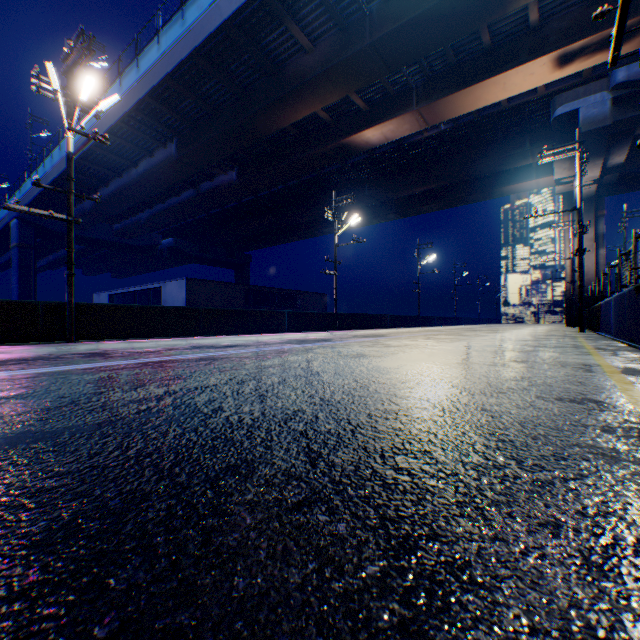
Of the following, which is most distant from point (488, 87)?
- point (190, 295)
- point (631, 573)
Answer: point (190, 295)

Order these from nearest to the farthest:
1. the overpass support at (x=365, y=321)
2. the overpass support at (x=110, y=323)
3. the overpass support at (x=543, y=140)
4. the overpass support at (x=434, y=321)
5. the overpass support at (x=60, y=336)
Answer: the overpass support at (x=60, y=336), the overpass support at (x=110, y=323), the overpass support at (x=543, y=140), the overpass support at (x=365, y=321), the overpass support at (x=434, y=321)

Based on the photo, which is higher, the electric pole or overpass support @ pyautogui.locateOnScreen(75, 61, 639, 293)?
overpass support @ pyautogui.locateOnScreen(75, 61, 639, 293)

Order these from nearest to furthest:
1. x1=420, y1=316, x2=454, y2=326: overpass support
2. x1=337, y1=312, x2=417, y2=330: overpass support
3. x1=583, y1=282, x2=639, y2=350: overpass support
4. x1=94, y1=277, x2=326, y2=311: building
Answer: x1=583, y1=282, x2=639, y2=350: overpass support → x1=337, y1=312, x2=417, y2=330: overpass support → x1=94, y1=277, x2=326, y2=311: building → x1=420, y1=316, x2=454, y2=326: overpass support

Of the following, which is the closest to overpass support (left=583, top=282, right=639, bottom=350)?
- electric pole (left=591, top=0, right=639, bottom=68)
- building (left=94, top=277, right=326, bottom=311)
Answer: electric pole (left=591, top=0, right=639, bottom=68)

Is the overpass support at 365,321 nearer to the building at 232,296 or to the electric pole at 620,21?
the electric pole at 620,21
